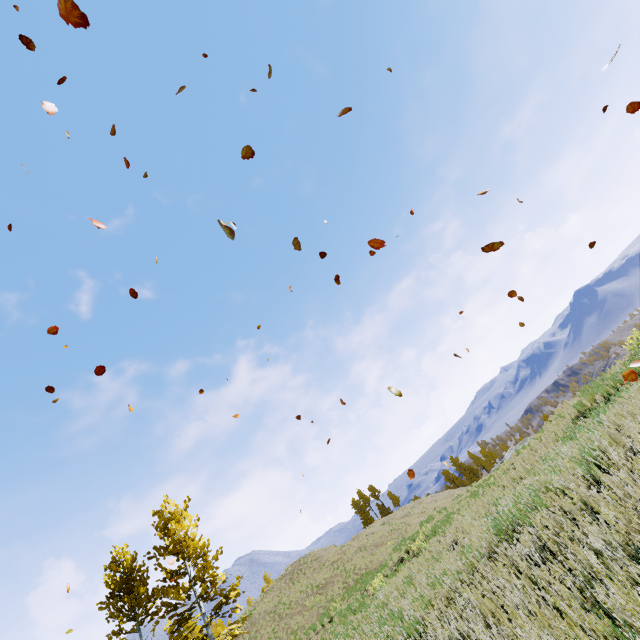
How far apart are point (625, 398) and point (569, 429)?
4.3 meters

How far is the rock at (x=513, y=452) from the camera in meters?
13.9 m

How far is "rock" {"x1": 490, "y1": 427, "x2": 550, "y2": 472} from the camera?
13.9m
